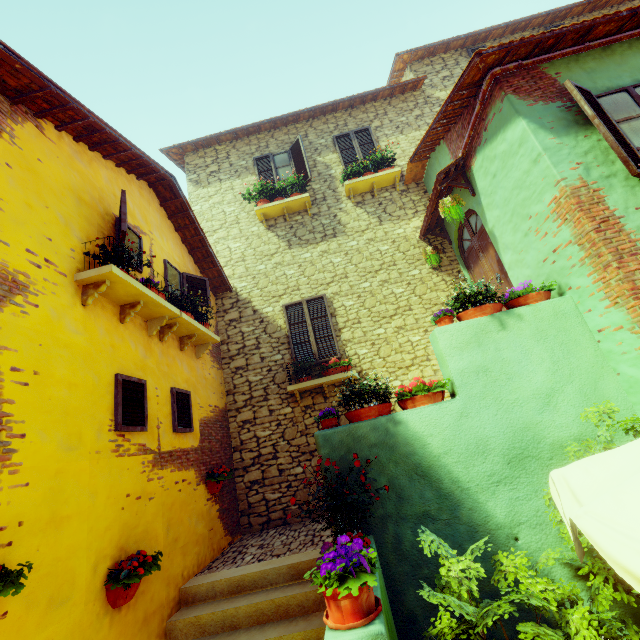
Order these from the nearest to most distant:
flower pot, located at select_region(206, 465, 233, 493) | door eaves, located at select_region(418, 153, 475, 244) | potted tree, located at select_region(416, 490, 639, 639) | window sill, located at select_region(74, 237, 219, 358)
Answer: potted tree, located at select_region(416, 490, 639, 639)
window sill, located at select_region(74, 237, 219, 358)
flower pot, located at select_region(206, 465, 233, 493)
door eaves, located at select_region(418, 153, 475, 244)

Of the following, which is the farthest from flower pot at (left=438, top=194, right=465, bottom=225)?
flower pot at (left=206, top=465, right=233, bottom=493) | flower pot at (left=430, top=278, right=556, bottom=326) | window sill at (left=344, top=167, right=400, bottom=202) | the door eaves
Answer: flower pot at (left=206, top=465, right=233, bottom=493)

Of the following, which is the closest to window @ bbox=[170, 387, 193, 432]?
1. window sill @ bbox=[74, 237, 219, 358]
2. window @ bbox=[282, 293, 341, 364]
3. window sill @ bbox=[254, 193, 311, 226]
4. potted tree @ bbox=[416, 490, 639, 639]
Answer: window sill @ bbox=[74, 237, 219, 358]

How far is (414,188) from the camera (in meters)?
8.73

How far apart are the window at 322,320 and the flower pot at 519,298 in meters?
2.8

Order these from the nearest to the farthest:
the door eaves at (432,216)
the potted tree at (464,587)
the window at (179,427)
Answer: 1. the potted tree at (464,587)
2. the window at (179,427)
3. the door eaves at (432,216)

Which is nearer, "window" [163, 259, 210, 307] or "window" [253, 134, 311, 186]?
"window" [163, 259, 210, 307]

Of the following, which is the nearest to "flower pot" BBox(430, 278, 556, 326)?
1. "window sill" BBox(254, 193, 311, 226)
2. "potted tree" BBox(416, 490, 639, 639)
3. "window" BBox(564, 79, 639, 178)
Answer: "window" BBox(564, 79, 639, 178)
